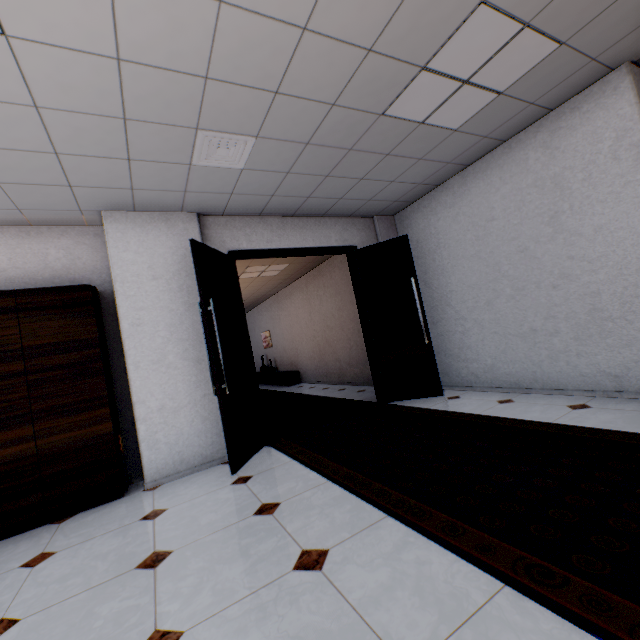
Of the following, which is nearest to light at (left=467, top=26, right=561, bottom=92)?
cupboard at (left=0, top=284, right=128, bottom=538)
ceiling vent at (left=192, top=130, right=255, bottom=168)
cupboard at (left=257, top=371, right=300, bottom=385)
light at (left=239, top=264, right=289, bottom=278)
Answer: ceiling vent at (left=192, top=130, right=255, bottom=168)

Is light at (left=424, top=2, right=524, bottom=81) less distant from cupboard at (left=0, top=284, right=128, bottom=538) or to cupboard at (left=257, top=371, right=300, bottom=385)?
cupboard at (left=0, top=284, right=128, bottom=538)

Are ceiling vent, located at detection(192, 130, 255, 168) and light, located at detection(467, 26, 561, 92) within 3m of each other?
yes

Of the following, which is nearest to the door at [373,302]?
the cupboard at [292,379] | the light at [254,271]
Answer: the light at [254,271]

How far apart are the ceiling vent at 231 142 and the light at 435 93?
1.3m

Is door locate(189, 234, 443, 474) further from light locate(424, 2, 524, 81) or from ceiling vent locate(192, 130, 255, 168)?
light locate(424, 2, 524, 81)

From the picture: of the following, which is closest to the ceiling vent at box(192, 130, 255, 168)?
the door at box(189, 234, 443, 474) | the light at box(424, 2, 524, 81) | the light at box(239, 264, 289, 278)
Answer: the door at box(189, 234, 443, 474)

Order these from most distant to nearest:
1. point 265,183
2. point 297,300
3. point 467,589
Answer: point 297,300 < point 265,183 < point 467,589
